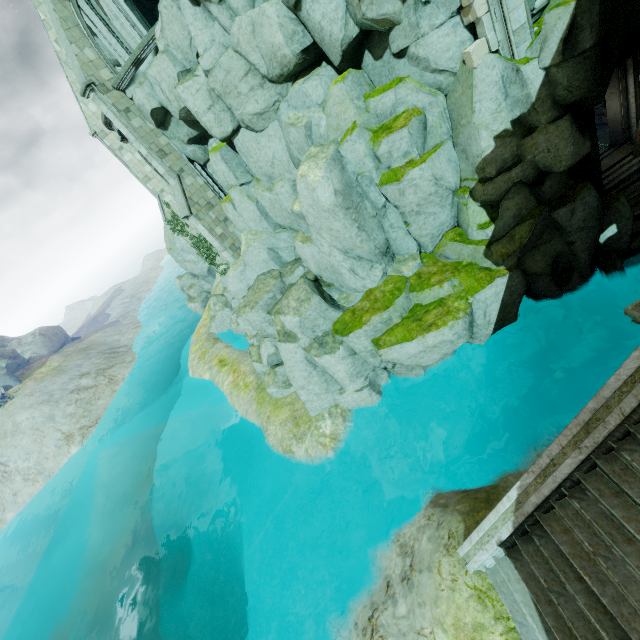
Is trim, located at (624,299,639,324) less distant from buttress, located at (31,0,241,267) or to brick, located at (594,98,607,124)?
brick, located at (594,98,607,124)

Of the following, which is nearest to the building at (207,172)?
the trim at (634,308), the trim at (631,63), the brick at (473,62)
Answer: the brick at (473,62)

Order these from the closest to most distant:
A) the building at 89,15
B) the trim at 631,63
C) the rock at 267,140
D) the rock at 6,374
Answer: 1. the rock at 267,140
2. the trim at 631,63
3. the building at 89,15
4. the rock at 6,374

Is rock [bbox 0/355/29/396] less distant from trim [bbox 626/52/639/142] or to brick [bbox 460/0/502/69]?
brick [bbox 460/0/502/69]

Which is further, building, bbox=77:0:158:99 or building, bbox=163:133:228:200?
building, bbox=163:133:228:200

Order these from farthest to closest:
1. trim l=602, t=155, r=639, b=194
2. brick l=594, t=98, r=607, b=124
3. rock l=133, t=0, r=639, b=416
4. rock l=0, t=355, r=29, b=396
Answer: rock l=0, t=355, r=29, b=396, brick l=594, t=98, r=607, b=124, trim l=602, t=155, r=639, b=194, rock l=133, t=0, r=639, b=416

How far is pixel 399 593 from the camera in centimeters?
815cm

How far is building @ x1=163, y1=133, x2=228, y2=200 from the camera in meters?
17.2 m
